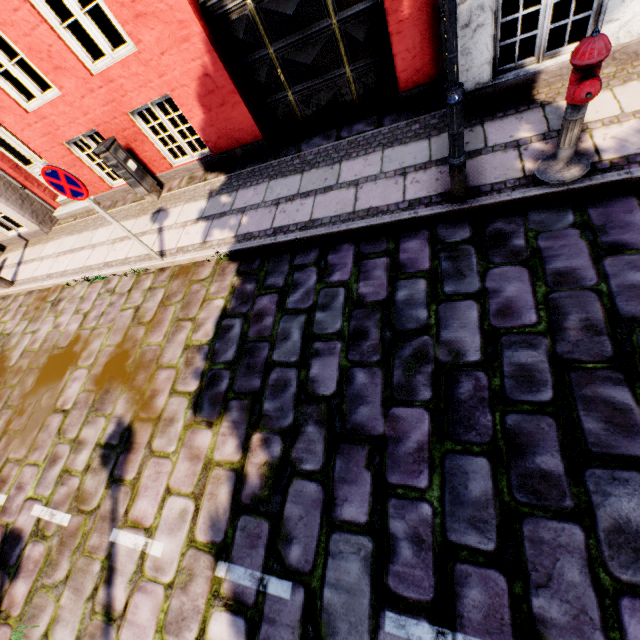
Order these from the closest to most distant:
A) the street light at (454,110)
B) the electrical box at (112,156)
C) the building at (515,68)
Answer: the street light at (454,110) < the building at (515,68) < the electrical box at (112,156)

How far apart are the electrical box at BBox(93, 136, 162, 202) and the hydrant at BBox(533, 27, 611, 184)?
6.80m

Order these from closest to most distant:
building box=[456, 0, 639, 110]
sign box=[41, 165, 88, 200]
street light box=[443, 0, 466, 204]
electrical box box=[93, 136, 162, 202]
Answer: street light box=[443, 0, 466, 204] < building box=[456, 0, 639, 110] < sign box=[41, 165, 88, 200] < electrical box box=[93, 136, 162, 202]

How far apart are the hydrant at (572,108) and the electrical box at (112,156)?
6.80m

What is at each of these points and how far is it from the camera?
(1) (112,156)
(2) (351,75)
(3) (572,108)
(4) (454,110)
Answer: (1) electrical box, 6.0m
(2) building, 5.1m
(3) hydrant, 2.9m
(4) street light, 2.9m

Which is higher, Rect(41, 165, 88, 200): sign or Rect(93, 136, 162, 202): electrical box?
Rect(41, 165, 88, 200): sign

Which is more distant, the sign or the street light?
the sign

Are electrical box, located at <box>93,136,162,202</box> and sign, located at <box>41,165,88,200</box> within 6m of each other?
yes
